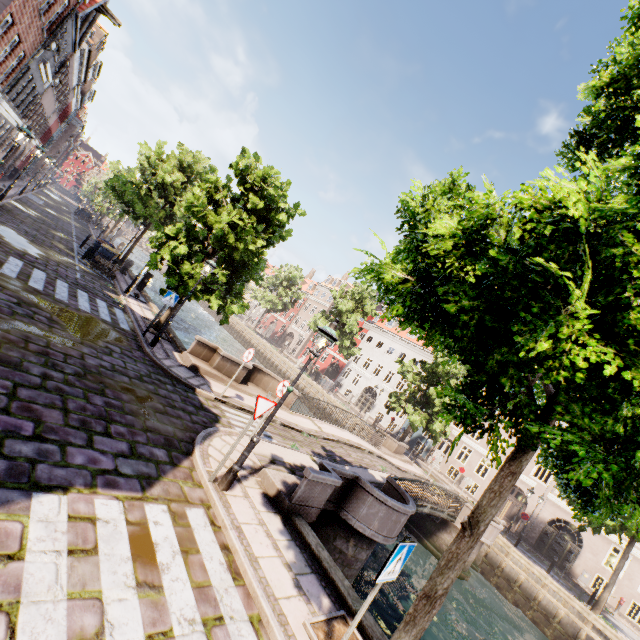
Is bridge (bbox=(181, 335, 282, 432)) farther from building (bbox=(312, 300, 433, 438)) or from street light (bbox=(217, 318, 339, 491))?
building (bbox=(312, 300, 433, 438))

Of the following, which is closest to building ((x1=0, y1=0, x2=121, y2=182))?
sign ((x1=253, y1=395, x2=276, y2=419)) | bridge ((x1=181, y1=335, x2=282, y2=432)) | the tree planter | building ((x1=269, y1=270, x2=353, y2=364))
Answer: sign ((x1=253, y1=395, x2=276, y2=419))

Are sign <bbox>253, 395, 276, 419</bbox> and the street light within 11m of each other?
yes

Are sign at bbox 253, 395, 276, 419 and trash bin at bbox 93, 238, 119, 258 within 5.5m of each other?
no

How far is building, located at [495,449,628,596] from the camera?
23.56m

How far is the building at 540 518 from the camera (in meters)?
23.56

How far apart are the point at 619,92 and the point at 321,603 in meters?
8.0

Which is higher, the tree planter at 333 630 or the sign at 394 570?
the sign at 394 570
